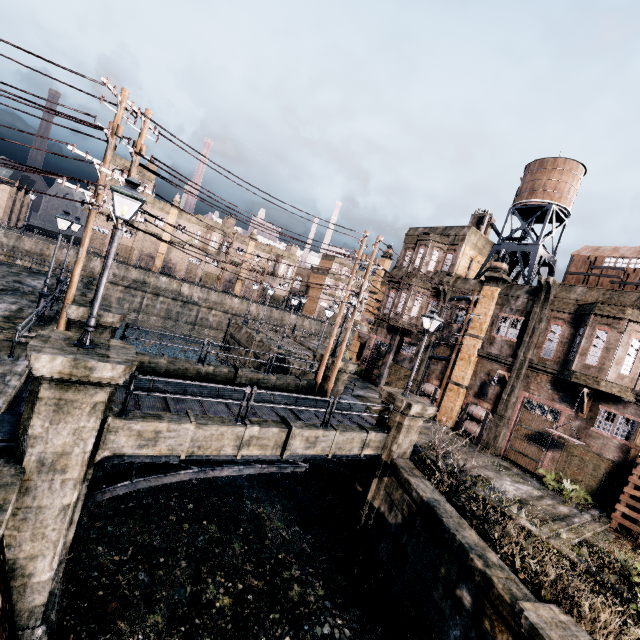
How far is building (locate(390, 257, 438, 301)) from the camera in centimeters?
2925cm

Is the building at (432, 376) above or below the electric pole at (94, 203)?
below

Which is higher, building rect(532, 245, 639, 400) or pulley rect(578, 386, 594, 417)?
building rect(532, 245, 639, 400)

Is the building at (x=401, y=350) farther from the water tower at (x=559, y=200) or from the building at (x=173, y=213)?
the building at (x=173, y=213)

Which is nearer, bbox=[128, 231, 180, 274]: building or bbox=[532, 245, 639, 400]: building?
bbox=[532, 245, 639, 400]: building

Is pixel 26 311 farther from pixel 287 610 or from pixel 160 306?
pixel 160 306

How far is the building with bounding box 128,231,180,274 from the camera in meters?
55.9

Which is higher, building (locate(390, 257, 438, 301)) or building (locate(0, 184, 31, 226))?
building (locate(390, 257, 438, 301))
